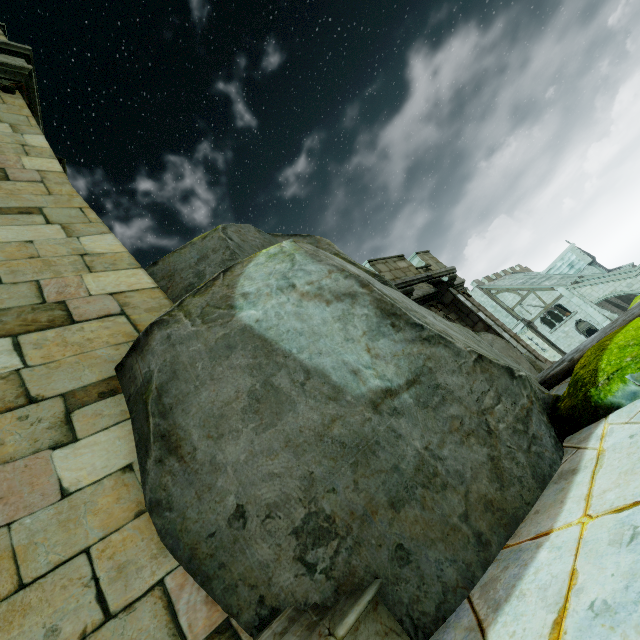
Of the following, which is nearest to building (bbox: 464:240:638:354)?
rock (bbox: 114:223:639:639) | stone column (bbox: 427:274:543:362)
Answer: rock (bbox: 114:223:639:639)

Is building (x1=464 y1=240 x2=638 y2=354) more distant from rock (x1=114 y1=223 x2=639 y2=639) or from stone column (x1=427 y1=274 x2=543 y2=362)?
stone column (x1=427 y1=274 x2=543 y2=362)

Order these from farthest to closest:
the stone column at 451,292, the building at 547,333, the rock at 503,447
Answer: the building at 547,333, the stone column at 451,292, the rock at 503,447

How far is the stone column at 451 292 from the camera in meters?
10.3 m

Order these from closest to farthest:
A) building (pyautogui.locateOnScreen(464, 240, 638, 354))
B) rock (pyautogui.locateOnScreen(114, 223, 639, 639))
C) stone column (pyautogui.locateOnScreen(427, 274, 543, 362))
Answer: rock (pyautogui.locateOnScreen(114, 223, 639, 639))
stone column (pyautogui.locateOnScreen(427, 274, 543, 362))
building (pyautogui.locateOnScreen(464, 240, 638, 354))

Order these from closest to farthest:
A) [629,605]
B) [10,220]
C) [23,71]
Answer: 1. [629,605]
2. [10,220]
3. [23,71]
